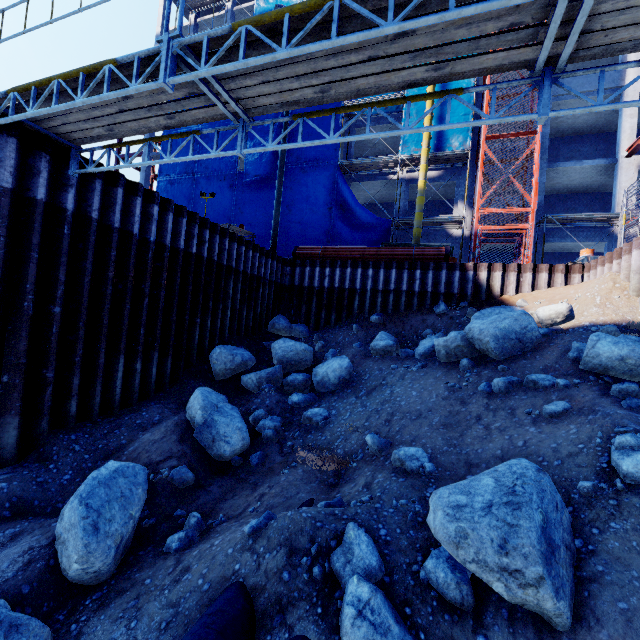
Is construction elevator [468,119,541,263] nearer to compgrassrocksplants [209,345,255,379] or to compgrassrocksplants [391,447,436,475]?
compgrassrocksplants [209,345,255,379]

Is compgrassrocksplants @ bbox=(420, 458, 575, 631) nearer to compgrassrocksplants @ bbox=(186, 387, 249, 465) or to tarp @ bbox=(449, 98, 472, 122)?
compgrassrocksplants @ bbox=(186, 387, 249, 465)

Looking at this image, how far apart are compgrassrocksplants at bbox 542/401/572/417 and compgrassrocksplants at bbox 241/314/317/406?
6.8 meters

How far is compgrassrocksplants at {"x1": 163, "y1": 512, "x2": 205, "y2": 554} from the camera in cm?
472

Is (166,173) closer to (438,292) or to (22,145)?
(22,145)

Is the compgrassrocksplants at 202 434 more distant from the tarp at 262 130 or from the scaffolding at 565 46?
the tarp at 262 130

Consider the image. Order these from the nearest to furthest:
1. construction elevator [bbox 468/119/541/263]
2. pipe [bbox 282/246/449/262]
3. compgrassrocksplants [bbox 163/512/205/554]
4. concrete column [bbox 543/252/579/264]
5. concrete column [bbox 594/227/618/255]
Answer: compgrassrocksplants [bbox 163/512/205/554]
pipe [bbox 282/246/449/262]
construction elevator [bbox 468/119/541/263]
concrete column [bbox 594/227/618/255]
concrete column [bbox 543/252/579/264]

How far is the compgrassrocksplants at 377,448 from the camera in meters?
5.8
